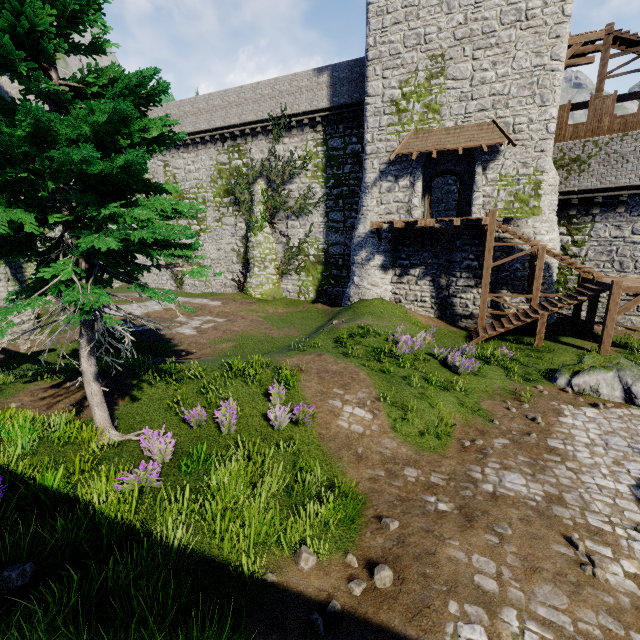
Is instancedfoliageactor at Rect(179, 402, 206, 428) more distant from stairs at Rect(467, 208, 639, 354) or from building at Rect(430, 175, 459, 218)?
building at Rect(430, 175, 459, 218)

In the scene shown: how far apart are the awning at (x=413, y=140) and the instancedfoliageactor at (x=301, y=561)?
18.5 meters

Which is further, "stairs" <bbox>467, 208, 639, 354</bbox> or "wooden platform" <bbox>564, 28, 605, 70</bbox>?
"wooden platform" <bbox>564, 28, 605, 70</bbox>

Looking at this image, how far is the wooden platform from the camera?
17.0 meters

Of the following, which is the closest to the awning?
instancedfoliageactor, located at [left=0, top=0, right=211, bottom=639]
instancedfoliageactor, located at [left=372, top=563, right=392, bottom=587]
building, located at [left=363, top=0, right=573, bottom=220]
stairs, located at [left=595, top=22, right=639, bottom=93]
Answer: building, located at [left=363, top=0, right=573, bottom=220]

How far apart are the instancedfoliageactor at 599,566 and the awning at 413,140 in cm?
1721

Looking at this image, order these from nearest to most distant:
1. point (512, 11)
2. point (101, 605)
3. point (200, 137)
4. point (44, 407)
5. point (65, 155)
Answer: point (101, 605)
point (65, 155)
point (44, 407)
point (512, 11)
point (200, 137)

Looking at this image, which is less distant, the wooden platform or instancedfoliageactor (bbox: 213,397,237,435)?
instancedfoliageactor (bbox: 213,397,237,435)
